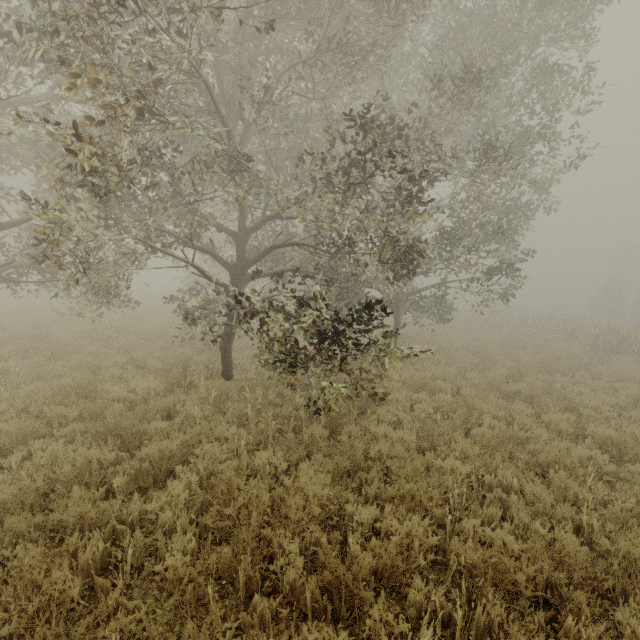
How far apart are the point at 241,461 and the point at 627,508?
5.7 meters

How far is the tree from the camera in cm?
512

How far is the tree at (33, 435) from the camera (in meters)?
5.12
